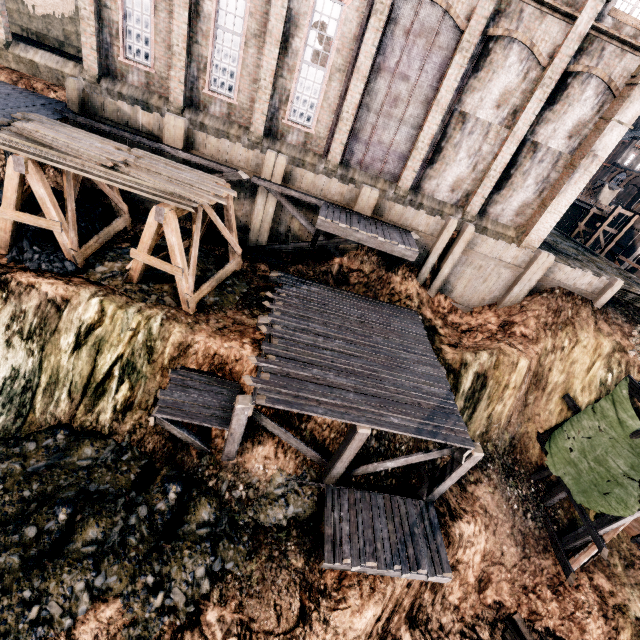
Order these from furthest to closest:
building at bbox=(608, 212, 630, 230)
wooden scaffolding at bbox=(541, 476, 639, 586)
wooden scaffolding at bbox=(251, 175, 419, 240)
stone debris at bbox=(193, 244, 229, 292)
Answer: building at bbox=(608, 212, 630, 230) → wooden scaffolding at bbox=(251, 175, 419, 240) → stone debris at bbox=(193, 244, 229, 292) → wooden scaffolding at bbox=(541, 476, 639, 586)

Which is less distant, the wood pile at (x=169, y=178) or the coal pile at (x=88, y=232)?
the wood pile at (x=169, y=178)

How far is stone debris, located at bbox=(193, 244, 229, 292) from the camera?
14.62m

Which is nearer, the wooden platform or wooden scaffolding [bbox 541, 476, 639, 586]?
wooden scaffolding [bbox 541, 476, 639, 586]

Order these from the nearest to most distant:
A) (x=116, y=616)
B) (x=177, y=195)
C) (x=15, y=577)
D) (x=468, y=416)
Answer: (x=15, y=577) < (x=116, y=616) < (x=177, y=195) < (x=468, y=416)

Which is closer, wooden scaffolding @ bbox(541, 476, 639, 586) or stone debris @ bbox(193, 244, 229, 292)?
wooden scaffolding @ bbox(541, 476, 639, 586)

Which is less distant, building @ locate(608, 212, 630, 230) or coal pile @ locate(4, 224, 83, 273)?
coal pile @ locate(4, 224, 83, 273)

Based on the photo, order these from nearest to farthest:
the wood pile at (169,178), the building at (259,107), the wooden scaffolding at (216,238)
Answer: the wood pile at (169,178) → the building at (259,107) → the wooden scaffolding at (216,238)
